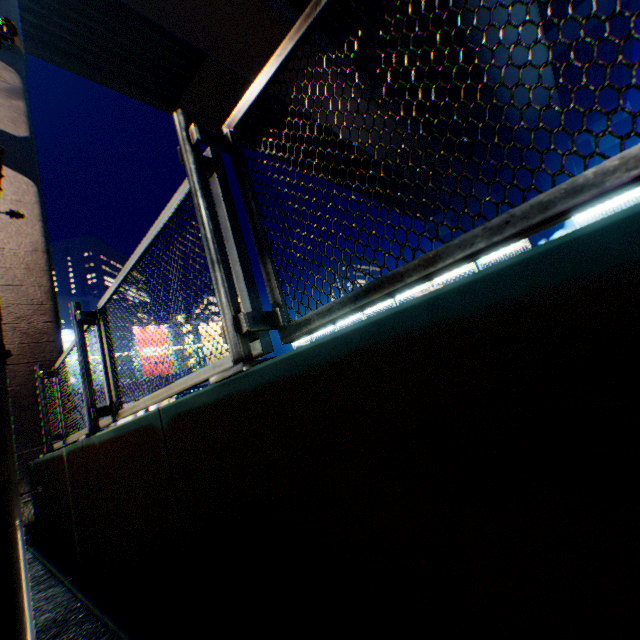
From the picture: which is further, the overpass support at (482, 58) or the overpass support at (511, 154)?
the overpass support at (511, 154)

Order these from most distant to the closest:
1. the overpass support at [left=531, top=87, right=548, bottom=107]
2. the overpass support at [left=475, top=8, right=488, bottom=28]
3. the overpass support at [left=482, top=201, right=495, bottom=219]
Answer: the overpass support at [left=482, top=201, right=495, bottom=219] → the overpass support at [left=531, top=87, right=548, bottom=107] → the overpass support at [left=475, top=8, right=488, bottom=28]

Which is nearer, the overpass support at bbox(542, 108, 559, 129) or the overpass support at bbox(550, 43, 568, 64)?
the overpass support at bbox(550, 43, 568, 64)

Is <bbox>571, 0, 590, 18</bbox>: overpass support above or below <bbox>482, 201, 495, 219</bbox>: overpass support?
above

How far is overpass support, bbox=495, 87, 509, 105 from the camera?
17.89m

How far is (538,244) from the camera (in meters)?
59.03

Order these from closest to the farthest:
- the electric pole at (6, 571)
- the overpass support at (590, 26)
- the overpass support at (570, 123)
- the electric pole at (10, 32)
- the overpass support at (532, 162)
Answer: the electric pole at (6, 571) < the electric pole at (10, 32) < the overpass support at (590, 26) < the overpass support at (570, 123) < the overpass support at (532, 162)
